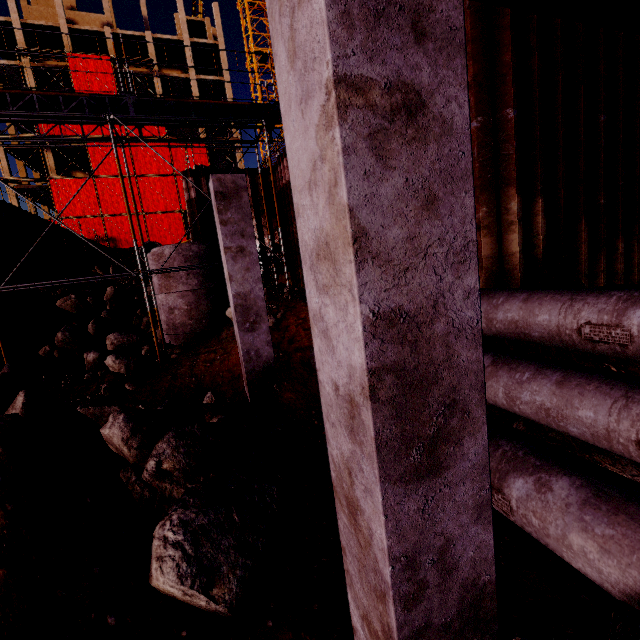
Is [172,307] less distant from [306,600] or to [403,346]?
[306,600]

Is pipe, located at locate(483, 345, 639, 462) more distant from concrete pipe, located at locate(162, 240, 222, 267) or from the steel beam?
concrete pipe, located at locate(162, 240, 222, 267)

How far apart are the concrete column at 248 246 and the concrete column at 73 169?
43.9m

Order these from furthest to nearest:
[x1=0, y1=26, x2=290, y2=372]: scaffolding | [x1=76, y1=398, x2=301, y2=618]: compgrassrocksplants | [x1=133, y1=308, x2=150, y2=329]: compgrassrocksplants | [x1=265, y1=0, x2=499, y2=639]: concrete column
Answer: [x1=133, y1=308, x2=150, y2=329]: compgrassrocksplants
[x1=0, y1=26, x2=290, y2=372]: scaffolding
[x1=76, y1=398, x2=301, y2=618]: compgrassrocksplants
[x1=265, y1=0, x2=499, y2=639]: concrete column

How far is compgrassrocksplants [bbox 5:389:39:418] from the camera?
3.1m

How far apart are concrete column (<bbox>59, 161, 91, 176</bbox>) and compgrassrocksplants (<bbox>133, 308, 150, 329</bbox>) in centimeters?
3297cm

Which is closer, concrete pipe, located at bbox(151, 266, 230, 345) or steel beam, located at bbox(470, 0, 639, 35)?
steel beam, located at bbox(470, 0, 639, 35)

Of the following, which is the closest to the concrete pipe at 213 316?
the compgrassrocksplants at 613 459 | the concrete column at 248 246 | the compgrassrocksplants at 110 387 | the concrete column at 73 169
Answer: the compgrassrocksplants at 110 387
